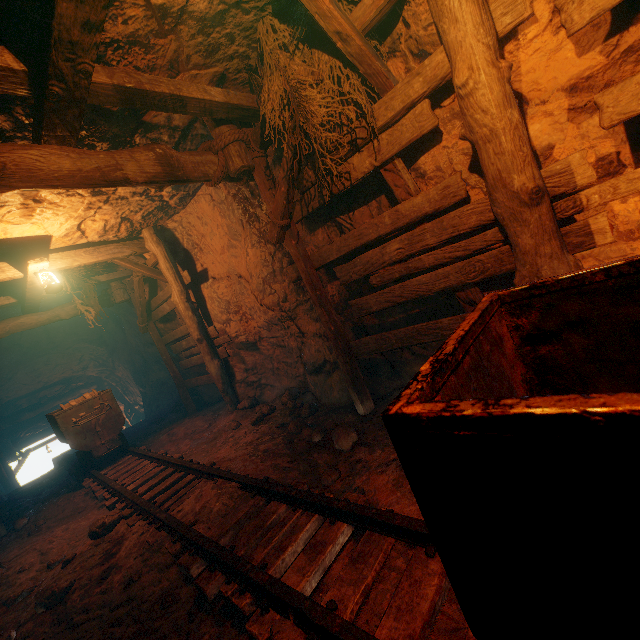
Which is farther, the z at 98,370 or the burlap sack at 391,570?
the z at 98,370

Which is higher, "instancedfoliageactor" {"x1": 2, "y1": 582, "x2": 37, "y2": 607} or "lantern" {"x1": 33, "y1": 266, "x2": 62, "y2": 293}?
"lantern" {"x1": 33, "y1": 266, "x2": 62, "y2": 293}

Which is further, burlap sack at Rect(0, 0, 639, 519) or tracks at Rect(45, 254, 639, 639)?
burlap sack at Rect(0, 0, 639, 519)

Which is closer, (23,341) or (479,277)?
(479,277)

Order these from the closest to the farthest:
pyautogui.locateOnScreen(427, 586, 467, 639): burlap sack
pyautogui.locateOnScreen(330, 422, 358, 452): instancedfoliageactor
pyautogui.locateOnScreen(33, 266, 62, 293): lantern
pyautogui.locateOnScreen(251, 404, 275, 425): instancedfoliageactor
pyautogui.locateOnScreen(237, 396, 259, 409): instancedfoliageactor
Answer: pyautogui.locateOnScreen(427, 586, 467, 639): burlap sack < pyautogui.locateOnScreen(330, 422, 358, 452): instancedfoliageactor < pyautogui.locateOnScreen(33, 266, 62, 293): lantern < pyautogui.locateOnScreen(251, 404, 275, 425): instancedfoliageactor < pyautogui.locateOnScreen(237, 396, 259, 409): instancedfoliageactor

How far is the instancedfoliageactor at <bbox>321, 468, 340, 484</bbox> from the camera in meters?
3.4 m

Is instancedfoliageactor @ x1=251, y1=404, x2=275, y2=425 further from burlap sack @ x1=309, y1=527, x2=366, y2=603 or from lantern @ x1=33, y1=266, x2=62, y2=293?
lantern @ x1=33, y1=266, x2=62, y2=293

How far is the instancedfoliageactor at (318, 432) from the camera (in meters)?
4.28
